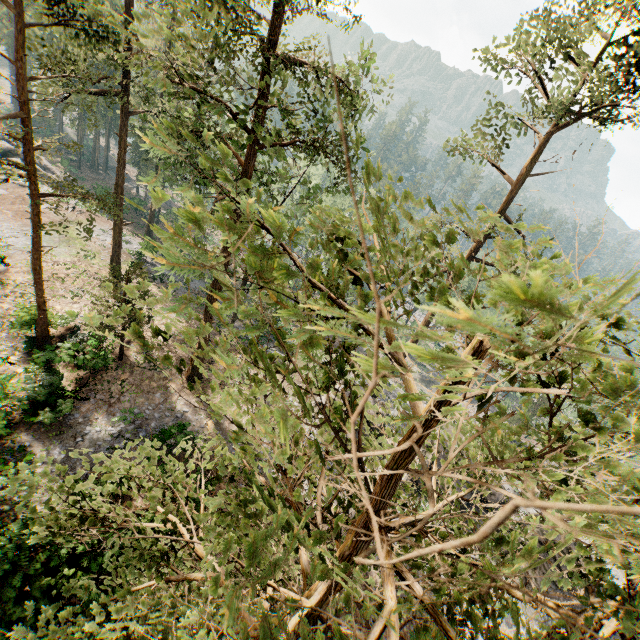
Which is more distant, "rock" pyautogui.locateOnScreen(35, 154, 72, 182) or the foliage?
"rock" pyautogui.locateOnScreen(35, 154, 72, 182)

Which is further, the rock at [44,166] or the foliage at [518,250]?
the rock at [44,166]

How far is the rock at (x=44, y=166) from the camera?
40.8 meters

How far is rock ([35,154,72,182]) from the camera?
40.8m

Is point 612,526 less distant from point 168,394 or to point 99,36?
point 99,36

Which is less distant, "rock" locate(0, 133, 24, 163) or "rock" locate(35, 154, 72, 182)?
"rock" locate(0, 133, 24, 163)

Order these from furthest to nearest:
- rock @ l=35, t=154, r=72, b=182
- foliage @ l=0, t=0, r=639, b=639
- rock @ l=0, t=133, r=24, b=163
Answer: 1. rock @ l=35, t=154, r=72, b=182
2. rock @ l=0, t=133, r=24, b=163
3. foliage @ l=0, t=0, r=639, b=639
